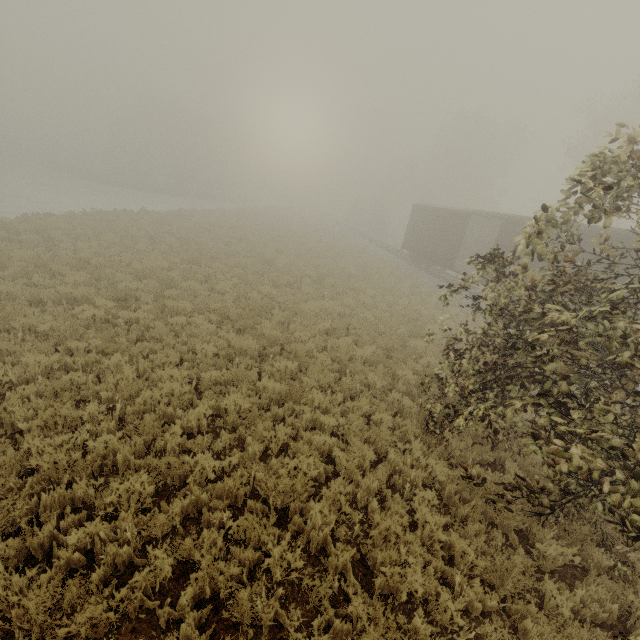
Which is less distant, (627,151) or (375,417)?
(627,151)

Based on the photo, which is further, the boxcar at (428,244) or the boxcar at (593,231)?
the boxcar at (428,244)

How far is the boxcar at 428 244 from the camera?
16.9 meters

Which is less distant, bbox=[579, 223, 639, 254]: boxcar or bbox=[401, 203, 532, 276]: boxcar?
bbox=[579, 223, 639, 254]: boxcar

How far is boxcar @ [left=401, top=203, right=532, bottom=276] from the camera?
16.9m
